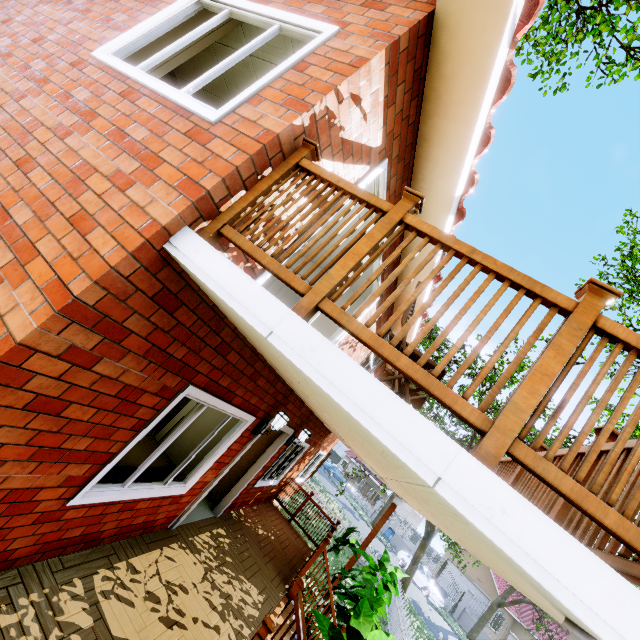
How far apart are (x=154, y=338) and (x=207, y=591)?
4.2m

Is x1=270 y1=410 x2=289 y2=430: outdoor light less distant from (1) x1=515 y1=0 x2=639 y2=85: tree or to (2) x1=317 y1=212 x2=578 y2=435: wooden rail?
(2) x1=317 y1=212 x2=578 y2=435: wooden rail

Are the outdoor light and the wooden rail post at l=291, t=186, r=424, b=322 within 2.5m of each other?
no

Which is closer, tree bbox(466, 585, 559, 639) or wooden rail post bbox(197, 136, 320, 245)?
wooden rail post bbox(197, 136, 320, 245)

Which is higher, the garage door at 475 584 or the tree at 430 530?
the tree at 430 530

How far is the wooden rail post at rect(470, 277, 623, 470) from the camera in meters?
1.3 m

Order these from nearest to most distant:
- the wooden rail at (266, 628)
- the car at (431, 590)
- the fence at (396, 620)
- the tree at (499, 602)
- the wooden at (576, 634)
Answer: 1. the wooden at (576, 634)
2. the wooden rail at (266, 628)
3. the fence at (396, 620)
4. the tree at (499, 602)
5. the car at (431, 590)

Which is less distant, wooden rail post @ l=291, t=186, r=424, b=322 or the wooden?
the wooden
